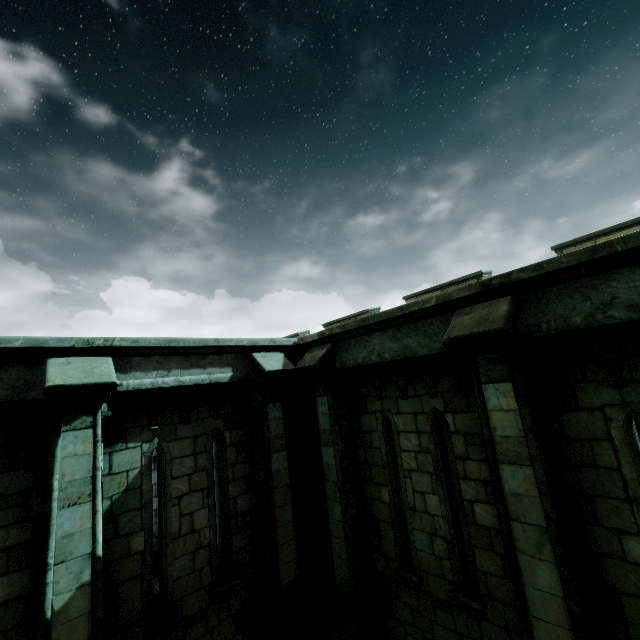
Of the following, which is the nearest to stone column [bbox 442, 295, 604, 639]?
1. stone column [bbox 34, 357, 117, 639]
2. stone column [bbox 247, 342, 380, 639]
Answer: stone column [bbox 247, 342, 380, 639]

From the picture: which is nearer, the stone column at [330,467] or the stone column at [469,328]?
the stone column at [469,328]

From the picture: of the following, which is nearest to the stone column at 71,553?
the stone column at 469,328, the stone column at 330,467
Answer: the stone column at 330,467

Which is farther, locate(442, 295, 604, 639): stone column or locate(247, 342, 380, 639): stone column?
locate(247, 342, 380, 639): stone column

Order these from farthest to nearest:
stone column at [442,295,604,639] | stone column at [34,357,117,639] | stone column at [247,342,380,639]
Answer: stone column at [247,342,380,639] < stone column at [34,357,117,639] < stone column at [442,295,604,639]

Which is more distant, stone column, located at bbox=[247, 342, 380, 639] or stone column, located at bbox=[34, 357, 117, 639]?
→ stone column, located at bbox=[247, 342, 380, 639]

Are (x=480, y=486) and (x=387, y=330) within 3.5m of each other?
yes
